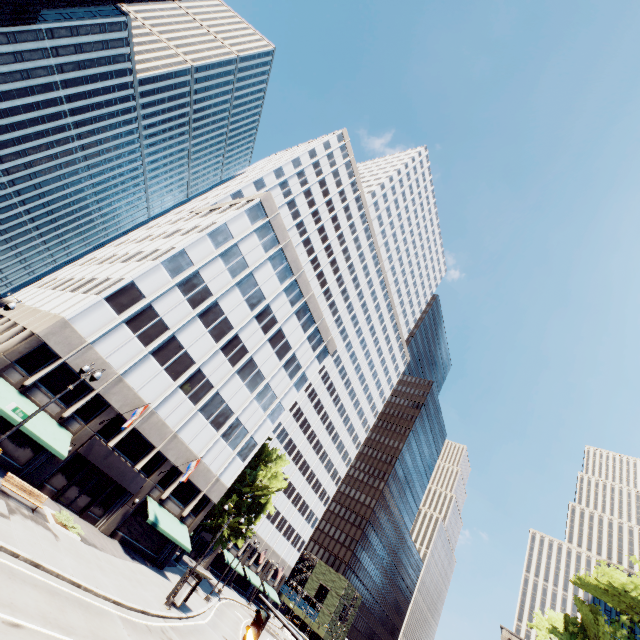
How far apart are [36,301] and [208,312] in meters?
17.8

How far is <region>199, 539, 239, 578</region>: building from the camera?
54.31m

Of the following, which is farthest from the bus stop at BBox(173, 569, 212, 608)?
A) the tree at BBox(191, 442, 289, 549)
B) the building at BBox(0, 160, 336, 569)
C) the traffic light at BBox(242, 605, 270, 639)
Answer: the traffic light at BBox(242, 605, 270, 639)

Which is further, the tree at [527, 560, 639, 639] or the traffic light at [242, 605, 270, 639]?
the tree at [527, 560, 639, 639]

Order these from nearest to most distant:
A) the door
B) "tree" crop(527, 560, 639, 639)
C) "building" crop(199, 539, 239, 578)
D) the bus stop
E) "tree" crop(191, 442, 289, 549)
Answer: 1. "tree" crop(527, 560, 639, 639)
2. the bus stop
3. the door
4. "tree" crop(191, 442, 289, 549)
5. "building" crop(199, 539, 239, 578)

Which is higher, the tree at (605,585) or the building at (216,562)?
the tree at (605,585)

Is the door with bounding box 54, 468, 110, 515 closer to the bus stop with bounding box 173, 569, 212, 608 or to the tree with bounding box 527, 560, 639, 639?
the bus stop with bounding box 173, 569, 212, 608

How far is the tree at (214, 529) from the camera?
38.31m
